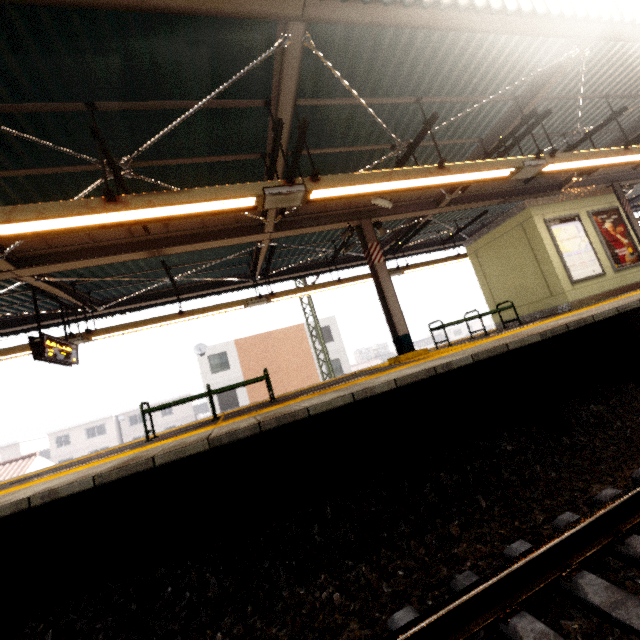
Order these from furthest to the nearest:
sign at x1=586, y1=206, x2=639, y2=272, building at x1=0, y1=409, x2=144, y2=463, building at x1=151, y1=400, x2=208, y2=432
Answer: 1. building at x1=151, y1=400, x2=208, y2=432
2. building at x1=0, y1=409, x2=144, y2=463
3. sign at x1=586, y1=206, x2=639, y2=272

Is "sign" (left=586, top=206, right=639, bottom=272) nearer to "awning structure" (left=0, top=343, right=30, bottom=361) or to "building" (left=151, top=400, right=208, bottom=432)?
"awning structure" (left=0, top=343, right=30, bottom=361)

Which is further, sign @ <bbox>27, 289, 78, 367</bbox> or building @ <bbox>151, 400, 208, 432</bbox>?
building @ <bbox>151, 400, 208, 432</bbox>

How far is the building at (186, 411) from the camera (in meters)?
45.66

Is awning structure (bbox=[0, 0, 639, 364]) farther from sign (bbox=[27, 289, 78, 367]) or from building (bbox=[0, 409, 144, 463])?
building (bbox=[0, 409, 144, 463])

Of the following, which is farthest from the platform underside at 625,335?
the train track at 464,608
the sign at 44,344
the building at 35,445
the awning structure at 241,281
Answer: the building at 35,445

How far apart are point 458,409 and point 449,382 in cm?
72

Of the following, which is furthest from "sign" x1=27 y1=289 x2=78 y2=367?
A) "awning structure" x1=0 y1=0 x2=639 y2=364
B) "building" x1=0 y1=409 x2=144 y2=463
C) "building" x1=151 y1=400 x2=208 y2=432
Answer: "building" x1=0 y1=409 x2=144 y2=463
